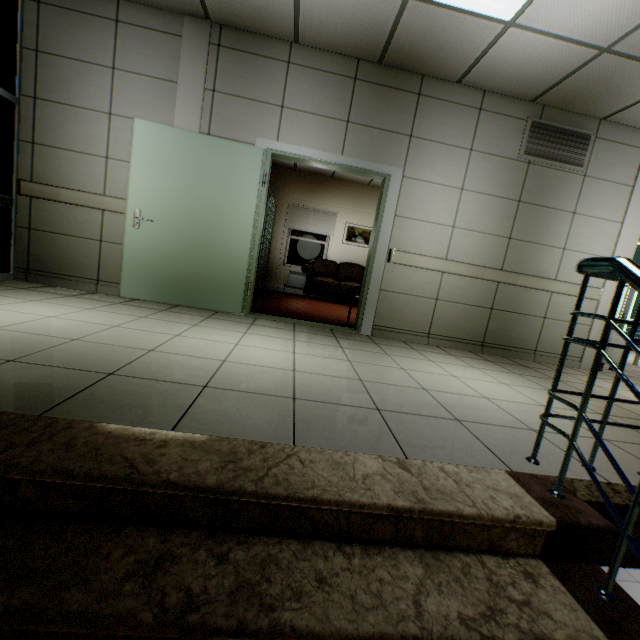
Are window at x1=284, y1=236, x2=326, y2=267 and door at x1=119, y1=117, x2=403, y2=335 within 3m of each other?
no

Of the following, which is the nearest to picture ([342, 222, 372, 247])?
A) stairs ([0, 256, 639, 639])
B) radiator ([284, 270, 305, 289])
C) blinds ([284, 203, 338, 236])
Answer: blinds ([284, 203, 338, 236])

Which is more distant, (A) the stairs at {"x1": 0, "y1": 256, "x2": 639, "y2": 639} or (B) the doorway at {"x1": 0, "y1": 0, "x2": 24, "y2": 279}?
(B) the doorway at {"x1": 0, "y1": 0, "x2": 24, "y2": 279}

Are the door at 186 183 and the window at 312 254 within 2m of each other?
no

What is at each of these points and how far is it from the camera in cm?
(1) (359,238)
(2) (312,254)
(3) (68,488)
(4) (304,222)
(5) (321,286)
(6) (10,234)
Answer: (1) picture, 910
(2) window, 920
(3) stairs, 102
(4) blinds, 888
(5) sofa, 812
(6) doorway, 379

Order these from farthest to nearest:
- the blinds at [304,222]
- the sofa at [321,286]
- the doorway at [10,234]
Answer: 1. the blinds at [304,222]
2. the sofa at [321,286]
3. the doorway at [10,234]

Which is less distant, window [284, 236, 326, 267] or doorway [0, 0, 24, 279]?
doorway [0, 0, 24, 279]

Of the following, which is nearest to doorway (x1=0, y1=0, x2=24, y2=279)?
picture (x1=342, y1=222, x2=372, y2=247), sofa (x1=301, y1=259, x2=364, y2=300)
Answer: sofa (x1=301, y1=259, x2=364, y2=300)
